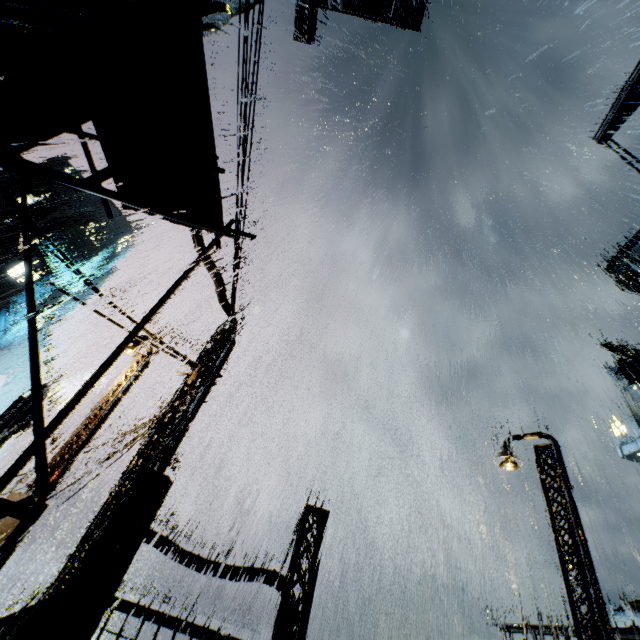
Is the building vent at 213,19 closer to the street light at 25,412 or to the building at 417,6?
the building at 417,6

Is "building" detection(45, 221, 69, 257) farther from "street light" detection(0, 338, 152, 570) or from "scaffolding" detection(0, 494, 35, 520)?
"street light" detection(0, 338, 152, 570)

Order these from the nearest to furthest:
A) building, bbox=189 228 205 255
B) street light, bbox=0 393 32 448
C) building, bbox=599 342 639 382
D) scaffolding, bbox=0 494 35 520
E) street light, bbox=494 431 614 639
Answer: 1. scaffolding, bbox=0 494 35 520
2. street light, bbox=494 431 614 639
3. building, bbox=189 228 205 255
4. street light, bbox=0 393 32 448
5. building, bbox=599 342 639 382

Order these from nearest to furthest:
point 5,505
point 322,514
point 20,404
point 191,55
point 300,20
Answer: point 5,505
point 191,55
point 322,514
point 20,404
point 300,20

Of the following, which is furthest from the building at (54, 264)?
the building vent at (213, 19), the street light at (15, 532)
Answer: the street light at (15, 532)

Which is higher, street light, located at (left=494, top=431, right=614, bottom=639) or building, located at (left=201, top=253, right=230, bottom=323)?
building, located at (left=201, top=253, right=230, bottom=323)

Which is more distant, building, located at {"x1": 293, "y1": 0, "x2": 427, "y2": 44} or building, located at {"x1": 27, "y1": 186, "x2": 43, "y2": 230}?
building, located at {"x1": 27, "y1": 186, "x2": 43, "y2": 230}
